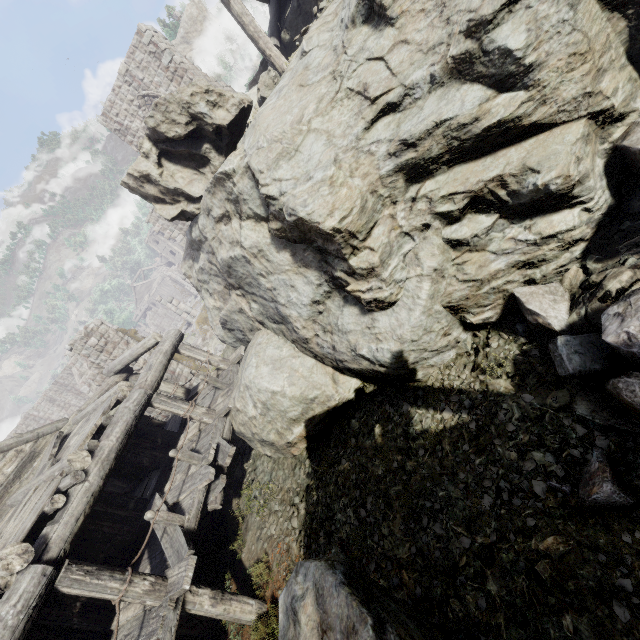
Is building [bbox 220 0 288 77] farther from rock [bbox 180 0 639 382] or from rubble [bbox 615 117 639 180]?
rubble [bbox 615 117 639 180]

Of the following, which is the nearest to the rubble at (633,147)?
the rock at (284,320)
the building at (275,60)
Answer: the rock at (284,320)

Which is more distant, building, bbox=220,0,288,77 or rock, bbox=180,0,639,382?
building, bbox=220,0,288,77

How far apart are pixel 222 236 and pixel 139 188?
3.0m

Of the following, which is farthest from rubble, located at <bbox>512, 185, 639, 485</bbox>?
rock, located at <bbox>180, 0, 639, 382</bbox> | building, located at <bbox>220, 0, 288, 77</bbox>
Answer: building, located at <bbox>220, 0, 288, 77</bbox>

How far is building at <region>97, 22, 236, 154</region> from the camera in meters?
17.7 m

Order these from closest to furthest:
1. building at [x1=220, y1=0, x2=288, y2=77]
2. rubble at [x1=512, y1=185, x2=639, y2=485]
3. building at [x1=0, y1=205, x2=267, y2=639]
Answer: rubble at [x1=512, y1=185, x2=639, y2=485] < building at [x1=0, y1=205, x2=267, y2=639] < building at [x1=220, y1=0, x2=288, y2=77]
